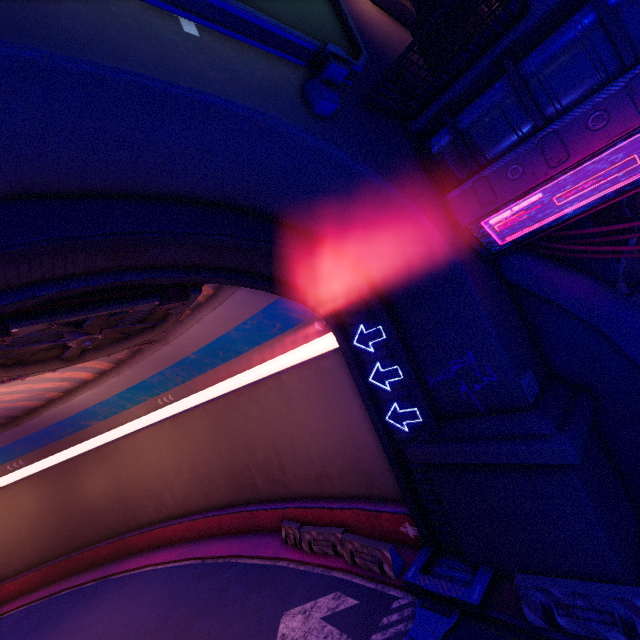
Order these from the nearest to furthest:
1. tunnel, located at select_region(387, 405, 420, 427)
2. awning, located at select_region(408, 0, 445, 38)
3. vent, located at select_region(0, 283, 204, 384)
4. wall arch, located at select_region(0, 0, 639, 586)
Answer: wall arch, located at select_region(0, 0, 639, 586), vent, located at select_region(0, 283, 204, 384), tunnel, located at select_region(387, 405, 420, 427), awning, located at select_region(408, 0, 445, 38)

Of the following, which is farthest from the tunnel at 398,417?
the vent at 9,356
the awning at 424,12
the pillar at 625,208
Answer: the awning at 424,12

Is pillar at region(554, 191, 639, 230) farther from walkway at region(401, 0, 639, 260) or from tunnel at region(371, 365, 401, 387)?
tunnel at region(371, 365, 401, 387)

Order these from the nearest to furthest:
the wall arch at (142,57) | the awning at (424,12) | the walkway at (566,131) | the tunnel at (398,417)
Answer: the wall arch at (142,57)
the walkway at (566,131)
the tunnel at (398,417)
the awning at (424,12)

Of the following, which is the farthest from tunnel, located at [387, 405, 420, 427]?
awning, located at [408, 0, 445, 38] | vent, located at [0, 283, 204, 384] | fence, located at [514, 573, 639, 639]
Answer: awning, located at [408, 0, 445, 38]

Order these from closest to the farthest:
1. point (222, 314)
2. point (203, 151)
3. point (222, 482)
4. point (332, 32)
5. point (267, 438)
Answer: point (203, 151) → point (332, 32) → point (222, 314) → point (267, 438) → point (222, 482)

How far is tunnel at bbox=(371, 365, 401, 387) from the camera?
10.4m
